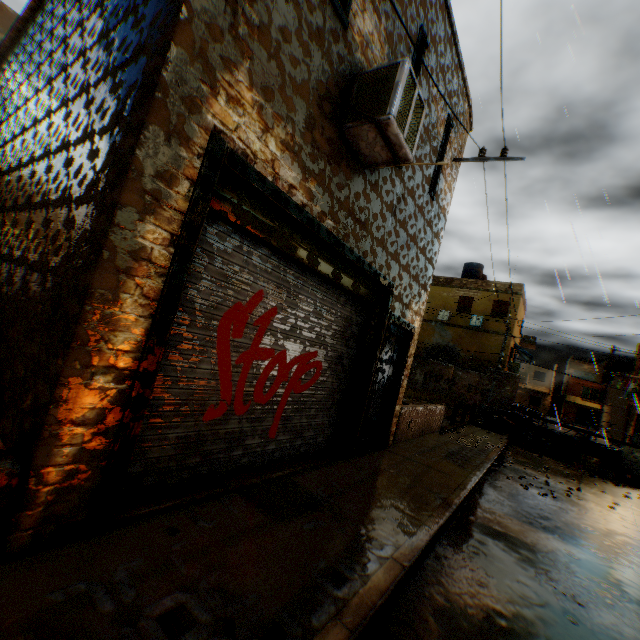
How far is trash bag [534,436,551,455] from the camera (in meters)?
13.71

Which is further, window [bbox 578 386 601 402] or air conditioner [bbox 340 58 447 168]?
window [bbox 578 386 601 402]

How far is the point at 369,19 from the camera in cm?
420

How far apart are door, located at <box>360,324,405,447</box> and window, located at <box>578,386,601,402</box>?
60.1m

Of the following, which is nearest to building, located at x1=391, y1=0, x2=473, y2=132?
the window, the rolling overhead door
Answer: the rolling overhead door

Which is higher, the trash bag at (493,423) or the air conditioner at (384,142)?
the air conditioner at (384,142)

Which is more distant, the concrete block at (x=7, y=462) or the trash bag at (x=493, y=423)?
the trash bag at (x=493, y=423)

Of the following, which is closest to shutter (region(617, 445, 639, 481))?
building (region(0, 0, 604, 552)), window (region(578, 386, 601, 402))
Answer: building (region(0, 0, 604, 552))
